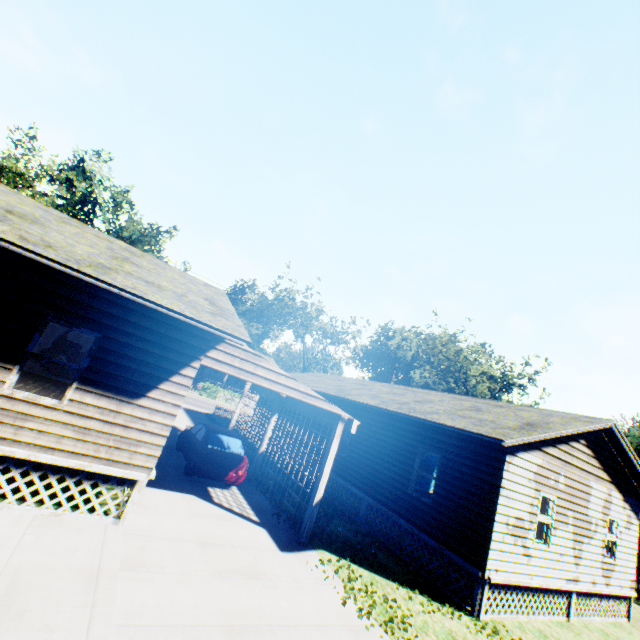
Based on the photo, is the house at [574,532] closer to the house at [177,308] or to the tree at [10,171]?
the house at [177,308]

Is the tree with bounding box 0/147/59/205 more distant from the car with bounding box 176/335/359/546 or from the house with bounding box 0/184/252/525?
the car with bounding box 176/335/359/546

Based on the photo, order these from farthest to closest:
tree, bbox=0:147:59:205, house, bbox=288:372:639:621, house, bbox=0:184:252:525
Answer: tree, bbox=0:147:59:205 < house, bbox=288:372:639:621 < house, bbox=0:184:252:525

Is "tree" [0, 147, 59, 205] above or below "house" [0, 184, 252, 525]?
above

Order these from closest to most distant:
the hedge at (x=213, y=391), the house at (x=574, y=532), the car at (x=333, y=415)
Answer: the car at (x=333, y=415)
the house at (x=574, y=532)
the hedge at (x=213, y=391)

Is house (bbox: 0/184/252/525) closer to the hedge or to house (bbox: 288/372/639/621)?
house (bbox: 288/372/639/621)

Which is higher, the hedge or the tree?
the tree

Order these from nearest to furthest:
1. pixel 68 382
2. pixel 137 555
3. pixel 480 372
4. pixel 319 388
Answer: pixel 137 555, pixel 68 382, pixel 319 388, pixel 480 372
